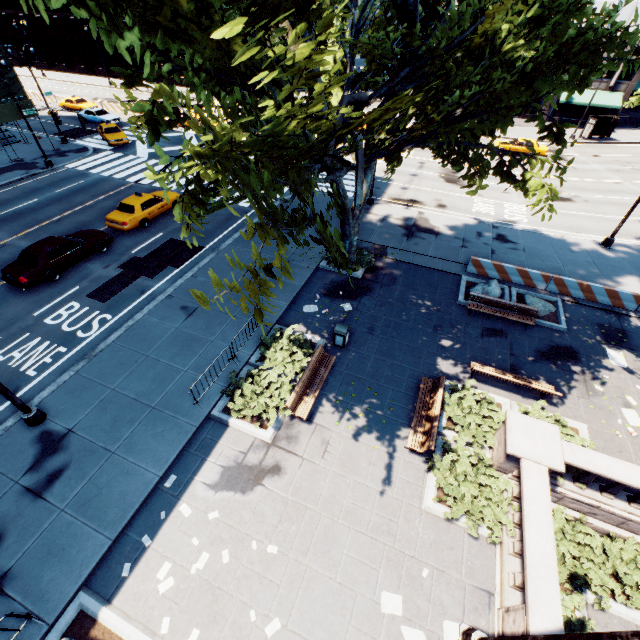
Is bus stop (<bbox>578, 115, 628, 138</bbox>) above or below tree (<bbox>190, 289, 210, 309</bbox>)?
below

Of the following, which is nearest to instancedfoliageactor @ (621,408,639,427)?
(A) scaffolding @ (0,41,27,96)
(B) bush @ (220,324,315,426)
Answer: (B) bush @ (220,324,315,426)

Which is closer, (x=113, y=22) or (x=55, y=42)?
(x=113, y=22)

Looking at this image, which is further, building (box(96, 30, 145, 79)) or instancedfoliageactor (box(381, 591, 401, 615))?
building (box(96, 30, 145, 79))

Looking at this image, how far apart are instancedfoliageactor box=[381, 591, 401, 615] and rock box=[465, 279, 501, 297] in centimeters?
1256cm

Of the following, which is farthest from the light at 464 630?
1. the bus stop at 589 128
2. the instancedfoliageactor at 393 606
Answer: the bus stop at 589 128

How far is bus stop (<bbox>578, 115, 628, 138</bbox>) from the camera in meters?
36.6

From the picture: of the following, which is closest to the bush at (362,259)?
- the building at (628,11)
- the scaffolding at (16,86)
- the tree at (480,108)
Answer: the tree at (480,108)
